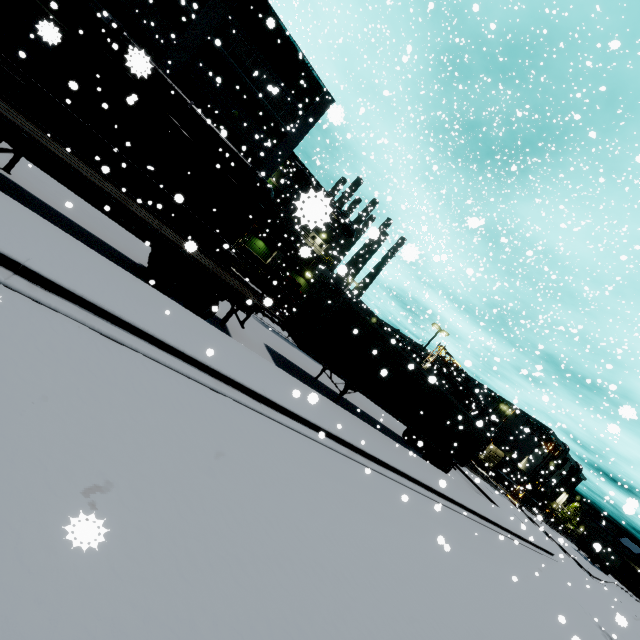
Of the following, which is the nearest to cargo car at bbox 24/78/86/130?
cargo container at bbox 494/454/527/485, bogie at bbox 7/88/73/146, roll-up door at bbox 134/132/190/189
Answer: bogie at bbox 7/88/73/146

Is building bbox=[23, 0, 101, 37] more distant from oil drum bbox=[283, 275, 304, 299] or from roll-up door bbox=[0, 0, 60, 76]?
oil drum bbox=[283, 275, 304, 299]

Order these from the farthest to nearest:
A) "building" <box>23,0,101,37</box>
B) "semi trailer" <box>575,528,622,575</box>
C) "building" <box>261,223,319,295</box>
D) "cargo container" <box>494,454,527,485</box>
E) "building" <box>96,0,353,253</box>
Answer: "cargo container" <box>494,454,527,485</box> → "semi trailer" <box>575,528,622,575</box> → "building" <box>261,223,319,295</box> → "building" <box>96,0,353,253</box> → "building" <box>23,0,101,37</box>

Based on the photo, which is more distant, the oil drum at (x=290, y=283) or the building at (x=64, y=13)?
the oil drum at (x=290, y=283)

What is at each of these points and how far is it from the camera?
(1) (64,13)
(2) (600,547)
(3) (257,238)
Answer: (1) building, 17.0m
(2) semi trailer, 7.9m
(3) building, 33.5m

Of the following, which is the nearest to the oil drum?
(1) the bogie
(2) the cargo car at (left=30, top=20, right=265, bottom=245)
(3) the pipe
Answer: (2) the cargo car at (left=30, top=20, right=265, bottom=245)

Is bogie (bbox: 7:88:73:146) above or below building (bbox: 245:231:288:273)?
below

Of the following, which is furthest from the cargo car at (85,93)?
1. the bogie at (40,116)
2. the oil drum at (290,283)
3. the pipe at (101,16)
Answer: the oil drum at (290,283)
